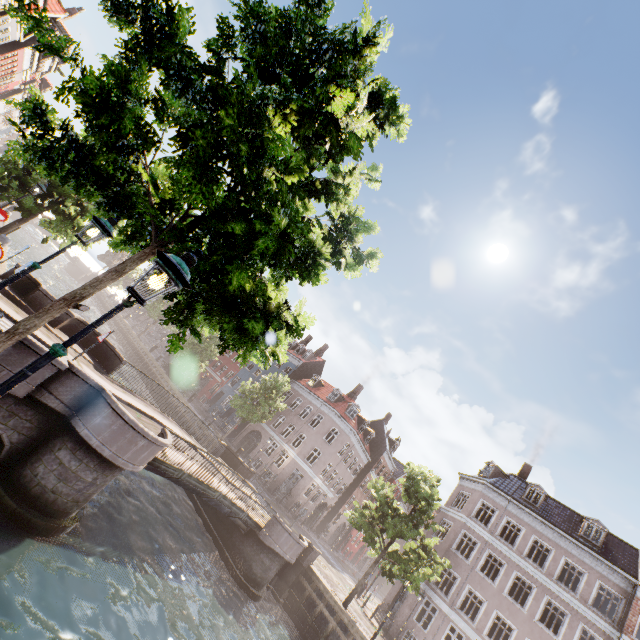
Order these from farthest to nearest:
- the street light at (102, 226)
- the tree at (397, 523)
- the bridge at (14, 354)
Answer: the tree at (397, 523) → the bridge at (14, 354) → the street light at (102, 226)

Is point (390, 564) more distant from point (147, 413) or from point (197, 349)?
point (197, 349)

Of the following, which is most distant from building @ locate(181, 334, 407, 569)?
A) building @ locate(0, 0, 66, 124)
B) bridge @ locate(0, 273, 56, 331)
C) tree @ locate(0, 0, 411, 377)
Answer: building @ locate(0, 0, 66, 124)

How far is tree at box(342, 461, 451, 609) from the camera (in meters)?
18.45

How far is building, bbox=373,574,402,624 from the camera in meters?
25.3

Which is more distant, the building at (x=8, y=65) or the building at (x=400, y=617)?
the building at (x=400, y=617)

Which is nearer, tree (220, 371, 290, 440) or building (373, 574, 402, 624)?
building (373, 574, 402, 624)
